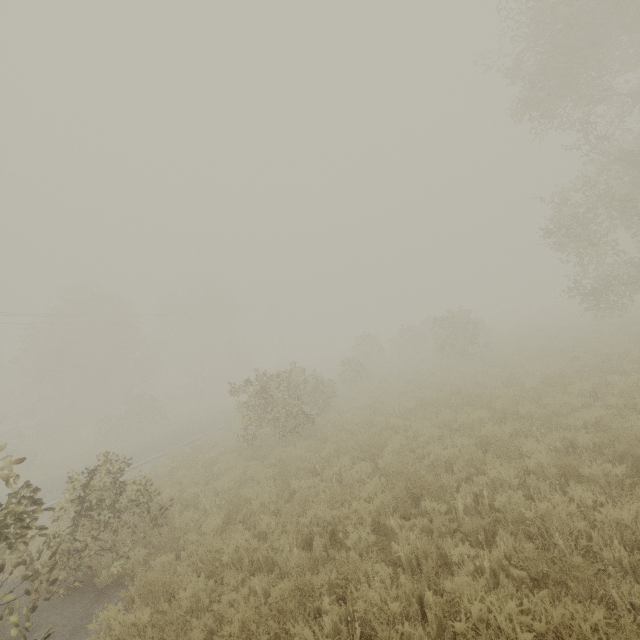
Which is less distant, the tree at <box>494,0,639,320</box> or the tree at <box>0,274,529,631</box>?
the tree at <box>0,274,529,631</box>

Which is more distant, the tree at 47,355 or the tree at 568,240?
the tree at 568,240

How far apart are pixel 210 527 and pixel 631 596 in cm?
669
